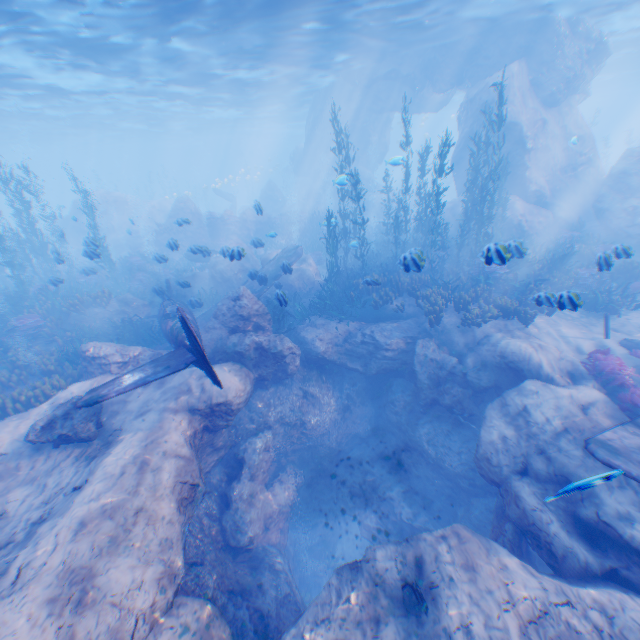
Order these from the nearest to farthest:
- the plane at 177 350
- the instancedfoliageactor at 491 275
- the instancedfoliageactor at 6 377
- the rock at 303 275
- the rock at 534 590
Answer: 1. the rock at 534 590
2. the plane at 177 350
3. the instancedfoliageactor at 6 377
4. the instancedfoliageactor at 491 275
5. the rock at 303 275

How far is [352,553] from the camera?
17.1 meters

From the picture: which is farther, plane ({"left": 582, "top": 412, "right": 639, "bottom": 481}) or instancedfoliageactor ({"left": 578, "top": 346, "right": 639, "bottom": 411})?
instancedfoliageactor ({"left": 578, "top": 346, "right": 639, "bottom": 411})

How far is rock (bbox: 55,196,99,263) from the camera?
12.4m

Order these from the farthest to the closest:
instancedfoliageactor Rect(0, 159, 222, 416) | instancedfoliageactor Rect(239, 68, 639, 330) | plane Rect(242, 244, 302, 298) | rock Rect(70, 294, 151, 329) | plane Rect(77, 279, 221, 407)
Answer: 1. rock Rect(70, 294, 151, 329)
2. plane Rect(242, 244, 302, 298)
3. instancedfoliageactor Rect(239, 68, 639, 330)
4. instancedfoliageactor Rect(0, 159, 222, 416)
5. plane Rect(77, 279, 221, 407)

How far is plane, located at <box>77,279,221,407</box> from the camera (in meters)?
6.77

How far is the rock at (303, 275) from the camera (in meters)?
16.69

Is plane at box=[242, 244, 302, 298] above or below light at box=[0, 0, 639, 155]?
below
